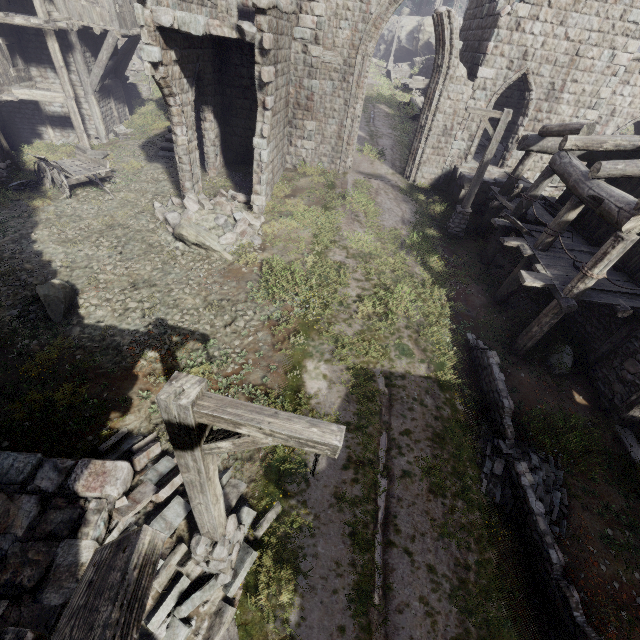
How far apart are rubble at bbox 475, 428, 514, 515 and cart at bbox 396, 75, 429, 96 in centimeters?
3373cm

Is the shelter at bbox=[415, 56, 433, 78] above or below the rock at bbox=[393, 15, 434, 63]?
below

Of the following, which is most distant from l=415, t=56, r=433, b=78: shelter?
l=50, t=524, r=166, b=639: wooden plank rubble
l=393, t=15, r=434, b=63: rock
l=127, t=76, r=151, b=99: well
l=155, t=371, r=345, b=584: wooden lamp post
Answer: l=50, t=524, r=166, b=639: wooden plank rubble

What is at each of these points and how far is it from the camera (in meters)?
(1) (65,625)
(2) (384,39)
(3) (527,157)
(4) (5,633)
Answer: (1) wooden plank rubble, 1.26
(2) rock, 43.38
(3) building, 12.12
(4) wooden plank rubble, 1.82

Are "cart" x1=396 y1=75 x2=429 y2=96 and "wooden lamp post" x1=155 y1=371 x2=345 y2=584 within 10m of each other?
no

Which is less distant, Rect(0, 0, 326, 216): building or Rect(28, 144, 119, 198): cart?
Rect(0, 0, 326, 216): building

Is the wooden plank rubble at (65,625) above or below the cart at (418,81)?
above

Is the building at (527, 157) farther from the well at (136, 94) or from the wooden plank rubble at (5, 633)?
the well at (136, 94)
